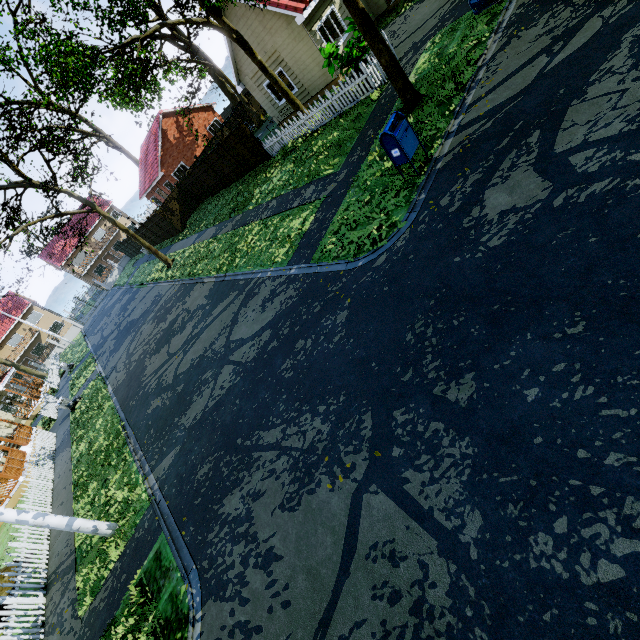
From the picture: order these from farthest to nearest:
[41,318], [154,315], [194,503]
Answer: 1. [41,318]
2. [154,315]
3. [194,503]

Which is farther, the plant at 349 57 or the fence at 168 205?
the fence at 168 205

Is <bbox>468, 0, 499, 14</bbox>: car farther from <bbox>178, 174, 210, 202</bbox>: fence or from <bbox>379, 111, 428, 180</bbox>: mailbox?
<bbox>178, 174, 210, 202</bbox>: fence

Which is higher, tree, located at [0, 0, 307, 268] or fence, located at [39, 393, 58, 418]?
tree, located at [0, 0, 307, 268]

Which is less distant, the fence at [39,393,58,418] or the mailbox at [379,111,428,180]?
the mailbox at [379,111,428,180]

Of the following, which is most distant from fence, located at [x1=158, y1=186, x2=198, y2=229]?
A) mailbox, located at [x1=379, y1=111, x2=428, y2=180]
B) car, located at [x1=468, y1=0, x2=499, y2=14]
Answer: mailbox, located at [x1=379, y1=111, x2=428, y2=180]

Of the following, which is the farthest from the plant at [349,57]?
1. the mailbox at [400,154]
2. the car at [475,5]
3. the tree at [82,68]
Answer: the tree at [82,68]

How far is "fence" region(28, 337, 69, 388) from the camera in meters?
29.0
